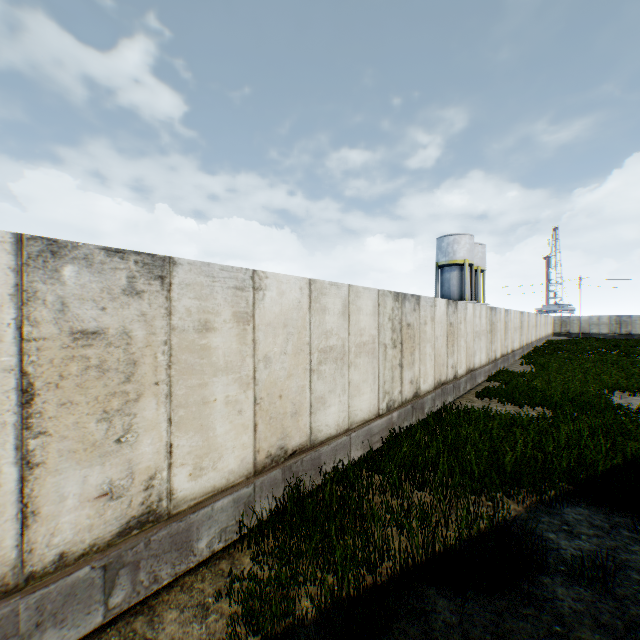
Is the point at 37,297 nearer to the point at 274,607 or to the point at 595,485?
the point at 274,607

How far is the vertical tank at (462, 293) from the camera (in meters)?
35.53

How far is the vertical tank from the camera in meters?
35.5 m
